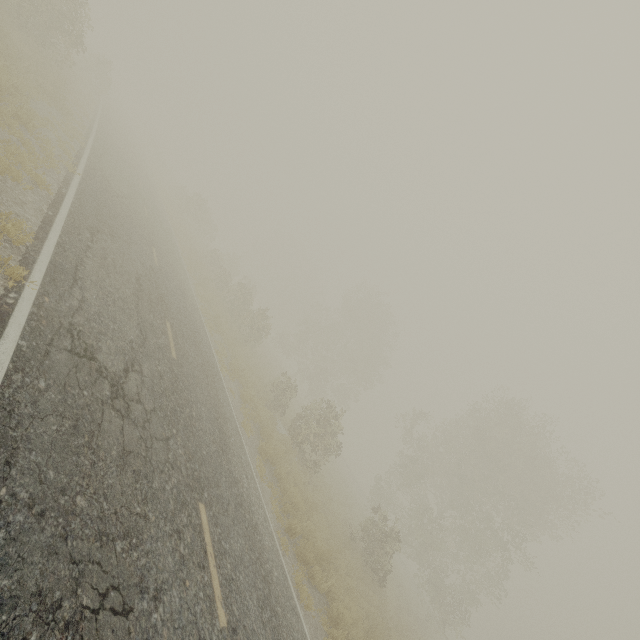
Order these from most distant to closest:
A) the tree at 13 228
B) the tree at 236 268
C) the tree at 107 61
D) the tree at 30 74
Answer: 1. the tree at 236 268
2. the tree at 107 61
3. the tree at 30 74
4. the tree at 13 228

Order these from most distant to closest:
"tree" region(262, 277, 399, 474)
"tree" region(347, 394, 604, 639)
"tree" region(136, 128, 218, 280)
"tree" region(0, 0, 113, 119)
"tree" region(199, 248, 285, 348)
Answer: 1. "tree" region(136, 128, 218, 280)
2. "tree" region(199, 248, 285, 348)
3. "tree" region(347, 394, 604, 639)
4. "tree" region(262, 277, 399, 474)
5. "tree" region(0, 0, 113, 119)

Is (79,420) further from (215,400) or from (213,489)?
(215,400)

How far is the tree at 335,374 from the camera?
18.75m

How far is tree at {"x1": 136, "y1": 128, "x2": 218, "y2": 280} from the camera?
26.1m

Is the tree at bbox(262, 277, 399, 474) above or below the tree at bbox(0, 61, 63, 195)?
above
